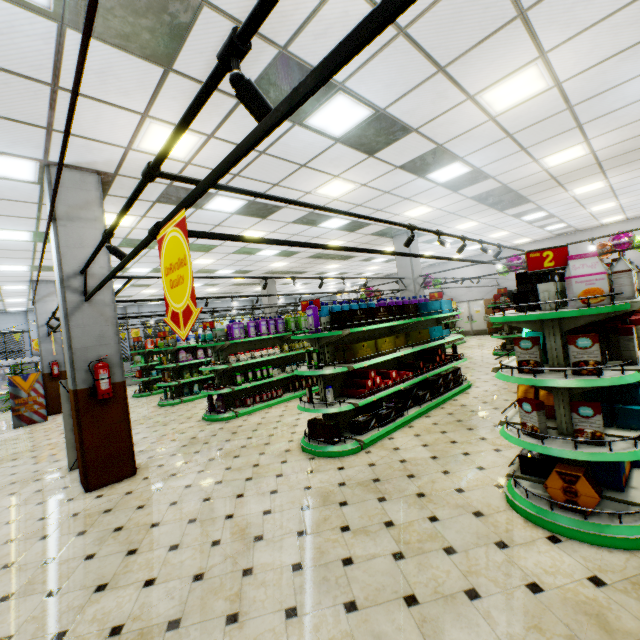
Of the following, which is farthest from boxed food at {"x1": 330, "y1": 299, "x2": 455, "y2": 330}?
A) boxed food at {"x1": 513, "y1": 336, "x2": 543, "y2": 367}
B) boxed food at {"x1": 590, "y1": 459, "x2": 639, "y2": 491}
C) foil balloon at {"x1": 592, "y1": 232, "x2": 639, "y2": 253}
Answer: foil balloon at {"x1": 592, "y1": 232, "x2": 639, "y2": 253}

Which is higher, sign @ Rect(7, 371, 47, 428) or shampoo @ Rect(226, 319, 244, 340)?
shampoo @ Rect(226, 319, 244, 340)

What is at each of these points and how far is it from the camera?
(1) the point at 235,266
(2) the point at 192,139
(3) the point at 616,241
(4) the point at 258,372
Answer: (1) building, 13.9 meters
(2) building, 4.7 meters
(3) foil balloon, 11.2 meters
(4) shampoo, 8.6 meters

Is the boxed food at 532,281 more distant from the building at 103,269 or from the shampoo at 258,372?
the shampoo at 258,372

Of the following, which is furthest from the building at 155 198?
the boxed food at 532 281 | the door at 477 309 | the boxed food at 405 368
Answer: the boxed food at 532 281

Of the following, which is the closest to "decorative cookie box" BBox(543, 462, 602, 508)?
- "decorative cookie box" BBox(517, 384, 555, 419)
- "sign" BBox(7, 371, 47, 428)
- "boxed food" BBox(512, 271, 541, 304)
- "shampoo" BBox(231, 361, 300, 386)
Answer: "decorative cookie box" BBox(517, 384, 555, 419)

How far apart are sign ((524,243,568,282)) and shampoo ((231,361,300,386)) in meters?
6.9 m

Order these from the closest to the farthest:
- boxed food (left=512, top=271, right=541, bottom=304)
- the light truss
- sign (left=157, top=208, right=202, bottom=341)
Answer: the light truss → sign (left=157, top=208, right=202, bottom=341) → boxed food (left=512, top=271, right=541, bottom=304)
